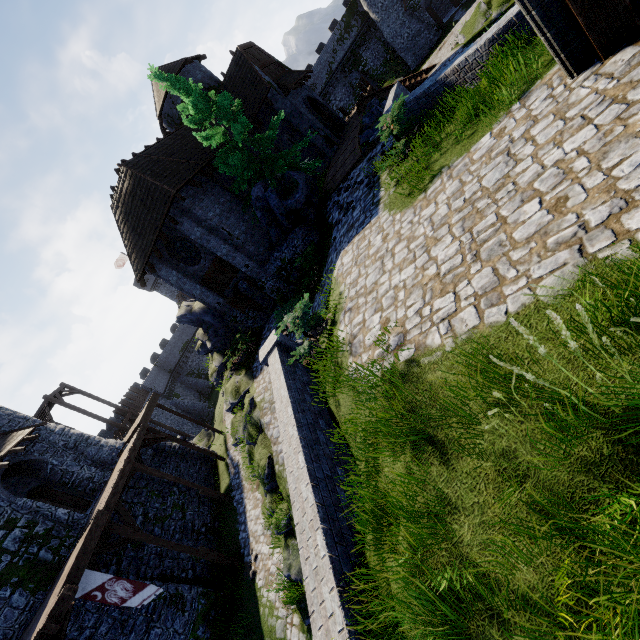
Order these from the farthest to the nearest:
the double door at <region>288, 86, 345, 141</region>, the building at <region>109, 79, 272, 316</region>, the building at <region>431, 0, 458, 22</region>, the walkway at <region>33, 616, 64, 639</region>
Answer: the building at <region>431, 0, 458, 22</region> → the double door at <region>288, 86, 345, 141</region> → the building at <region>109, 79, 272, 316</region> → the walkway at <region>33, 616, 64, 639</region>

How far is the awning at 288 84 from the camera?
21.8 meters

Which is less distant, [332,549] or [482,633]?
[482,633]

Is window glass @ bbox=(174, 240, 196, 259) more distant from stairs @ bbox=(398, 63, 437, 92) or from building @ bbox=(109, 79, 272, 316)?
stairs @ bbox=(398, 63, 437, 92)

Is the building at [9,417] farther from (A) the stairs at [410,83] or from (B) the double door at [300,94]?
(A) the stairs at [410,83]

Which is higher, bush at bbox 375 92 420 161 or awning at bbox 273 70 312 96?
awning at bbox 273 70 312 96

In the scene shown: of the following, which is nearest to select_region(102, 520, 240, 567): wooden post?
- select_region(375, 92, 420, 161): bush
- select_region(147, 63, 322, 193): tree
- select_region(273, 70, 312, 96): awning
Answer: select_region(147, 63, 322, 193): tree

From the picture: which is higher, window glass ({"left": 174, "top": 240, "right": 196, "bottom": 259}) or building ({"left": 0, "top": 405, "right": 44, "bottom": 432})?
building ({"left": 0, "top": 405, "right": 44, "bottom": 432})
